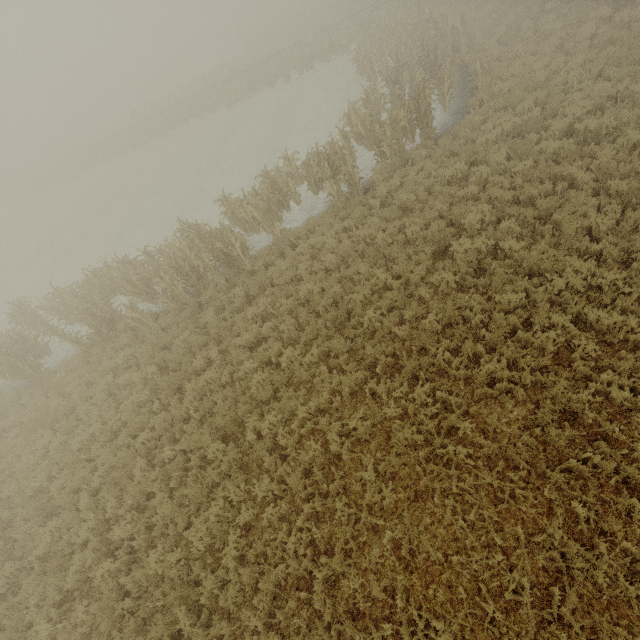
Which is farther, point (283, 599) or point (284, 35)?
point (284, 35)
